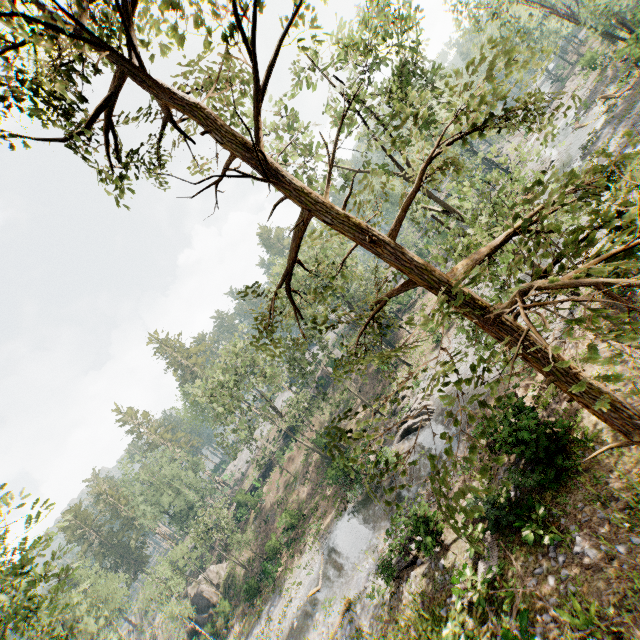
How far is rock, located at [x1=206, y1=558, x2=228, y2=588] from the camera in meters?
42.2

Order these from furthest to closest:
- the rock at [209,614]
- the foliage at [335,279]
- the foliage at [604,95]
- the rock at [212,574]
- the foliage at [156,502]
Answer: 1. the rock at [212,574]
2. the rock at [209,614]
3. the foliage at [604,95]
4. the foliage at [156,502]
5. the foliage at [335,279]

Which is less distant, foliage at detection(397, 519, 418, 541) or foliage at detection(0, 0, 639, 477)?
foliage at detection(0, 0, 639, 477)

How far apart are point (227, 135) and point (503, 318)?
4.6m

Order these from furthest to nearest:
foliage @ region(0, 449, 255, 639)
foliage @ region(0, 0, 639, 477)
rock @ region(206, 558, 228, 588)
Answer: rock @ region(206, 558, 228, 588), foliage @ region(0, 449, 255, 639), foliage @ region(0, 0, 639, 477)

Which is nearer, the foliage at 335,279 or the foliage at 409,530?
the foliage at 335,279

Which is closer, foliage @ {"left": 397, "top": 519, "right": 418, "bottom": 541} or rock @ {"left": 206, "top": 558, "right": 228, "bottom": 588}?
foliage @ {"left": 397, "top": 519, "right": 418, "bottom": 541}
